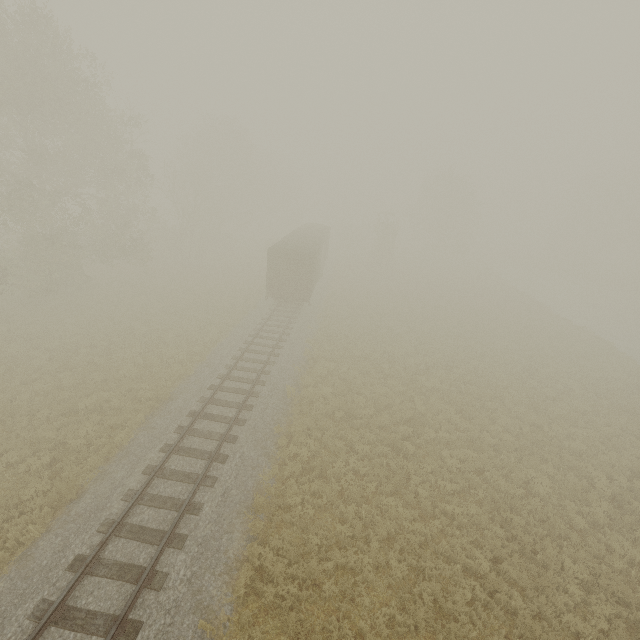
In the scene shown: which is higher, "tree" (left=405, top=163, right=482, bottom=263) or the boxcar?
"tree" (left=405, top=163, right=482, bottom=263)

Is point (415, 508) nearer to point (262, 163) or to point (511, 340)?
point (511, 340)

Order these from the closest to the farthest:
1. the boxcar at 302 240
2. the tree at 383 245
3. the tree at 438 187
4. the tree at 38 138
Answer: the tree at 38 138
the boxcar at 302 240
the tree at 383 245
the tree at 438 187

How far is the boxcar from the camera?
23.5m

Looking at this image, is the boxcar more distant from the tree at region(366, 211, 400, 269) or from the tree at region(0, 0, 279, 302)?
the tree at region(0, 0, 279, 302)

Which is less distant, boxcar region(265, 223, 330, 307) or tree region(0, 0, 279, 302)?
tree region(0, 0, 279, 302)

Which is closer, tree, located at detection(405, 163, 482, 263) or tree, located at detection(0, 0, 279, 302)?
tree, located at detection(0, 0, 279, 302)

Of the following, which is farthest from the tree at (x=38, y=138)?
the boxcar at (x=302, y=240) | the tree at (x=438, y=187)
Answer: the tree at (x=438, y=187)
